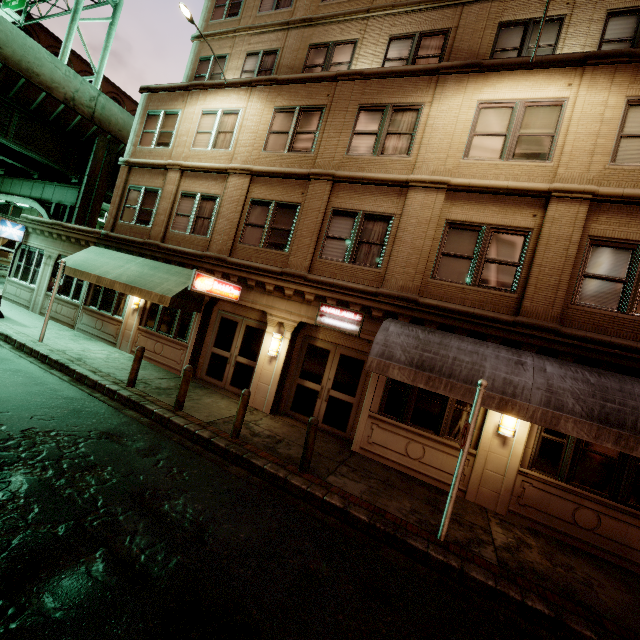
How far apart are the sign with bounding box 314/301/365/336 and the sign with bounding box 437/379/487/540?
3.9m

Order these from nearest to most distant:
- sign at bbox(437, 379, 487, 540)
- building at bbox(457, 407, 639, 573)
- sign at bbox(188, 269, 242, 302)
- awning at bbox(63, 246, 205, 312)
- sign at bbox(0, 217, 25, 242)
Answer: sign at bbox(437, 379, 487, 540), building at bbox(457, 407, 639, 573), sign at bbox(188, 269, 242, 302), awning at bbox(63, 246, 205, 312), sign at bbox(0, 217, 25, 242)

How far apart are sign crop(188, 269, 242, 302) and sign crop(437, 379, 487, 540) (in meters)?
7.79

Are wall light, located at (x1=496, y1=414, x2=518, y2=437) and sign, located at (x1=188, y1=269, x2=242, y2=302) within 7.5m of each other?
no

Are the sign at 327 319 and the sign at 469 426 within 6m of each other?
yes

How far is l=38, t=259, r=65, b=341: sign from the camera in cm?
1154

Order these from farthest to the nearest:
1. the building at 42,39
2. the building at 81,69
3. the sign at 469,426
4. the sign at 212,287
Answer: the building at 81,69
the building at 42,39
the sign at 212,287
the sign at 469,426

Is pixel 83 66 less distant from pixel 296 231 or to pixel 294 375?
pixel 296 231
